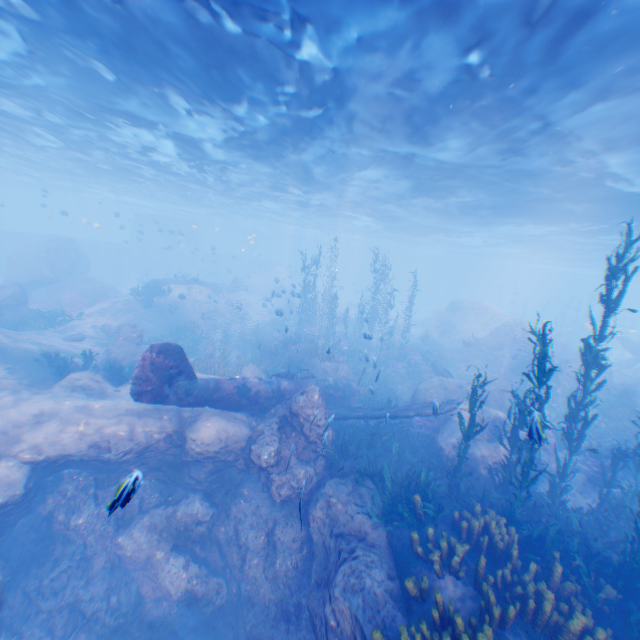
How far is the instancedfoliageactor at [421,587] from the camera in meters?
6.1

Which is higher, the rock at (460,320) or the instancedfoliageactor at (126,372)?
the rock at (460,320)

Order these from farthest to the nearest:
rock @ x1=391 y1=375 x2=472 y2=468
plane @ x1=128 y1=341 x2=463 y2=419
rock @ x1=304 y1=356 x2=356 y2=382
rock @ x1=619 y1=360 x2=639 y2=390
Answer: rock @ x1=619 y1=360 x2=639 y2=390 → rock @ x1=304 y1=356 x2=356 y2=382 → rock @ x1=391 y1=375 x2=472 y2=468 → plane @ x1=128 y1=341 x2=463 y2=419

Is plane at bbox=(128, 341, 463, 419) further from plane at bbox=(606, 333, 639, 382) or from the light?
plane at bbox=(606, 333, 639, 382)

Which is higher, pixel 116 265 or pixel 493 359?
pixel 116 265

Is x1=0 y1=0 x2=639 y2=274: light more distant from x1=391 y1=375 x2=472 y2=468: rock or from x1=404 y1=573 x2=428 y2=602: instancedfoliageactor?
x1=404 y1=573 x2=428 y2=602: instancedfoliageactor

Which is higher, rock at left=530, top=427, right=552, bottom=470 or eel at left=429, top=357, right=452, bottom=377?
eel at left=429, top=357, right=452, bottom=377

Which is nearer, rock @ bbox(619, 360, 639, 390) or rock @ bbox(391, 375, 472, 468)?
rock @ bbox(391, 375, 472, 468)
